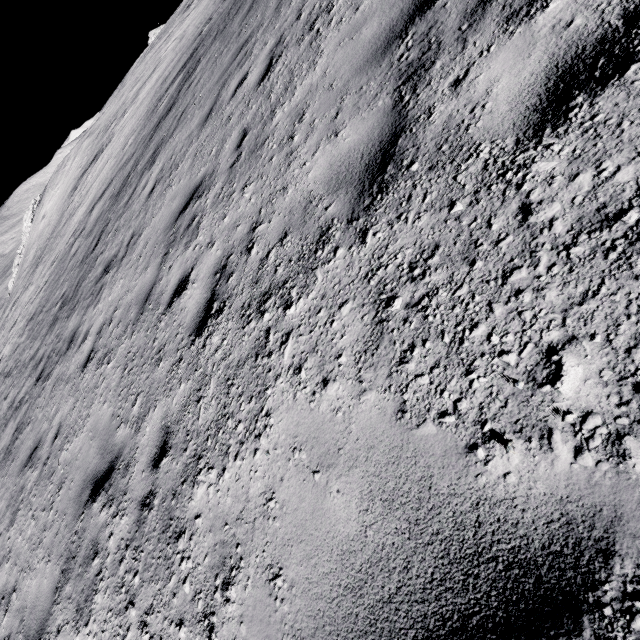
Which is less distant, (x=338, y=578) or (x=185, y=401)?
(x=338, y=578)
